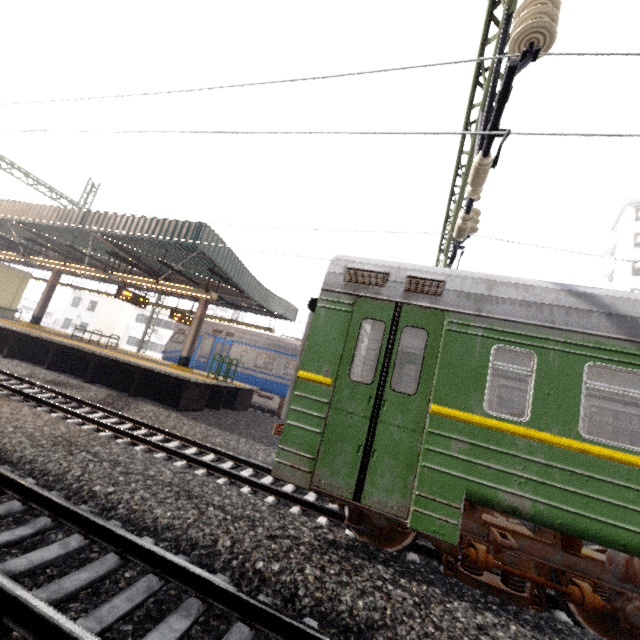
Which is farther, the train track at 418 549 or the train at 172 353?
the train at 172 353

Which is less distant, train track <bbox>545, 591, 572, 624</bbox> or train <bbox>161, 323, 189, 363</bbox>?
train track <bbox>545, 591, 572, 624</bbox>

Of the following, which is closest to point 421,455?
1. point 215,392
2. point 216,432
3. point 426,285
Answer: point 426,285

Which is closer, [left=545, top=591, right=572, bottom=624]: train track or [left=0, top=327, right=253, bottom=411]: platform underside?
[left=545, top=591, right=572, bottom=624]: train track

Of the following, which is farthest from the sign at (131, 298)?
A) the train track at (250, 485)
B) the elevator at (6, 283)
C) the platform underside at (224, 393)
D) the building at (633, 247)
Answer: the building at (633, 247)

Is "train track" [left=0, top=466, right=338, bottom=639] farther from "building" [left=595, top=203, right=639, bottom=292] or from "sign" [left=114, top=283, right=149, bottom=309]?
"building" [left=595, top=203, right=639, bottom=292]

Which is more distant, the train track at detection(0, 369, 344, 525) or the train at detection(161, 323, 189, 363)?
the train at detection(161, 323, 189, 363)

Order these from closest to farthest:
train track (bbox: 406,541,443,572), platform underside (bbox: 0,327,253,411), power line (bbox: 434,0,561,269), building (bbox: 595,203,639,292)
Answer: power line (bbox: 434,0,561,269)
train track (bbox: 406,541,443,572)
platform underside (bbox: 0,327,253,411)
building (bbox: 595,203,639,292)
